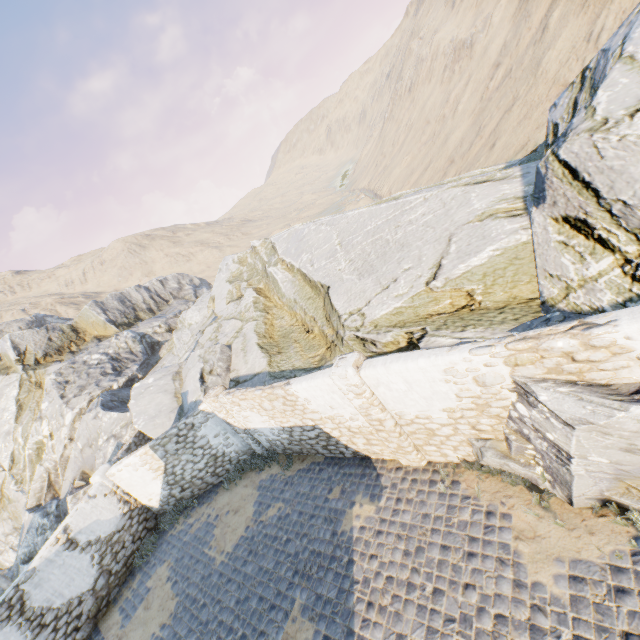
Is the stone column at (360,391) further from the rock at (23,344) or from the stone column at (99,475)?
the stone column at (99,475)

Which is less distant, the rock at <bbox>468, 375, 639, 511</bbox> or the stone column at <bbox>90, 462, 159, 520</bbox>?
the rock at <bbox>468, 375, 639, 511</bbox>

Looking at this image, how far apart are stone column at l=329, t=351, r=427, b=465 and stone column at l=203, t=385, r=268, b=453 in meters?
5.6 m

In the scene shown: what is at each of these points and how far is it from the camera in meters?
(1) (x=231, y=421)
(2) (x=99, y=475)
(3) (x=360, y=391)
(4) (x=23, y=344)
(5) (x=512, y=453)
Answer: (1) stone column, 11.4
(2) stone column, 12.2
(3) stone column, 6.9
(4) rock, 26.9
(5) rock, 5.8

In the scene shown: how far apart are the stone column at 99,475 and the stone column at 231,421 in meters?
5.0

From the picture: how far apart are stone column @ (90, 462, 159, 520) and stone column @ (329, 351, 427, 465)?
10.9m

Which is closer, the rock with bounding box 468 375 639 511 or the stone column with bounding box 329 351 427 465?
the rock with bounding box 468 375 639 511

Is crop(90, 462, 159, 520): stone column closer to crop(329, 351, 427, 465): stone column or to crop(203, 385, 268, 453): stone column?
crop(203, 385, 268, 453): stone column
